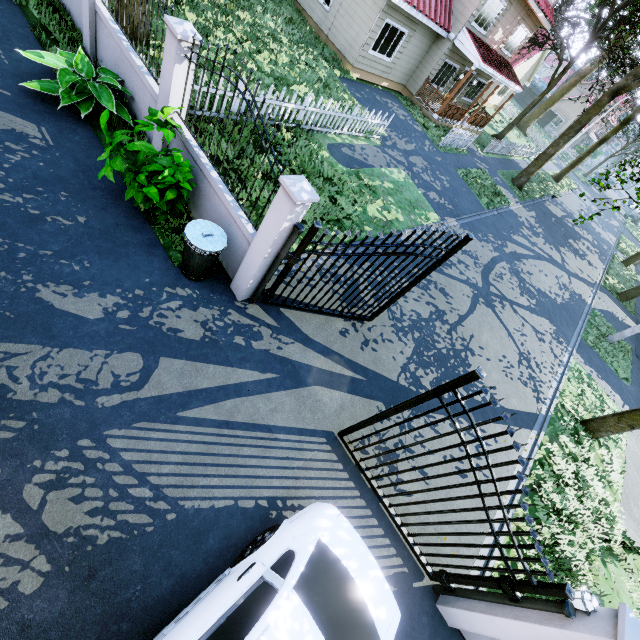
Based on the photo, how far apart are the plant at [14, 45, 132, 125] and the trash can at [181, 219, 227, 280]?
Result: 3.10m

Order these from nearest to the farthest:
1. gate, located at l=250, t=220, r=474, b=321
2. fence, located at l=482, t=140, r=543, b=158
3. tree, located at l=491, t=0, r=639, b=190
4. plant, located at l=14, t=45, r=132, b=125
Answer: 1. gate, located at l=250, t=220, r=474, b=321
2. plant, located at l=14, t=45, r=132, b=125
3. tree, located at l=491, t=0, r=639, b=190
4. fence, located at l=482, t=140, r=543, b=158

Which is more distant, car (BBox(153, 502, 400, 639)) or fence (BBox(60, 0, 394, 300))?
fence (BBox(60, 0, 394, 300))

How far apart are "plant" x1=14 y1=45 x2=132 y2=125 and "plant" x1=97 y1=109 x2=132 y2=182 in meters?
1.7 m

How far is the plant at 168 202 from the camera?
5.0m

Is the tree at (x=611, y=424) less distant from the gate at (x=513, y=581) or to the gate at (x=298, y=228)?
the gate at (x=298, y=228)

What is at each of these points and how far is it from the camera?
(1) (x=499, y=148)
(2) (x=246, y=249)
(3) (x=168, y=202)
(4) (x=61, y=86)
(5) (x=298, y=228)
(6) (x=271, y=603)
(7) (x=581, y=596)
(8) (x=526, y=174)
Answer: (1) fence, 23.55m
(2) fence, 5.52m
(3) plant, 5.65m
(4) plant, 5.54m
(5) gate, 4.62m
(6) car, 2.89m
(7) outdoor light, 3.65m
(8) tree, 21.64m

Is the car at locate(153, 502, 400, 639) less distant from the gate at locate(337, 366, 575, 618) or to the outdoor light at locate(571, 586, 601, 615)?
the gate at locate(337, 366, 575, 618)
